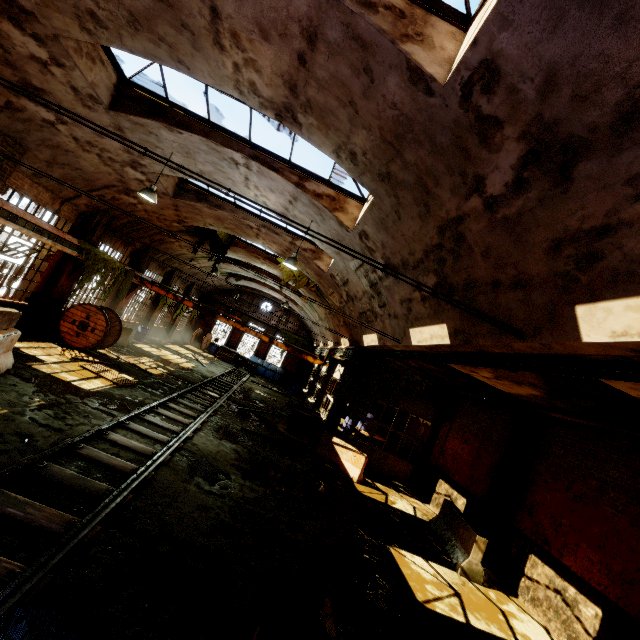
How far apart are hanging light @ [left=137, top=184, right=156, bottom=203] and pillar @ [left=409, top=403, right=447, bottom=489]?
14.4m

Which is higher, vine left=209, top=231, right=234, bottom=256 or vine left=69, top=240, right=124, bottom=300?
vine left=209, top=231, right=234, bottom=256

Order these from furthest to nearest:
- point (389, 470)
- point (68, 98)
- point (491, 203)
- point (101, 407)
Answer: point (389, 470) → point (101, 407) → point (68, 98) → point (491, 203)

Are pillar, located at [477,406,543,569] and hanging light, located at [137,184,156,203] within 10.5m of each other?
no

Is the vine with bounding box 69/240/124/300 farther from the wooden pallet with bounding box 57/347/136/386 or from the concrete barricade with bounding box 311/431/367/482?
the concrete barricade with bounding box 311/431/367/482

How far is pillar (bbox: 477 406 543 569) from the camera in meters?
9.7

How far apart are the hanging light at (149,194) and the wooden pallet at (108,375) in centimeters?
603cm

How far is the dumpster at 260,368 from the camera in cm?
3197
